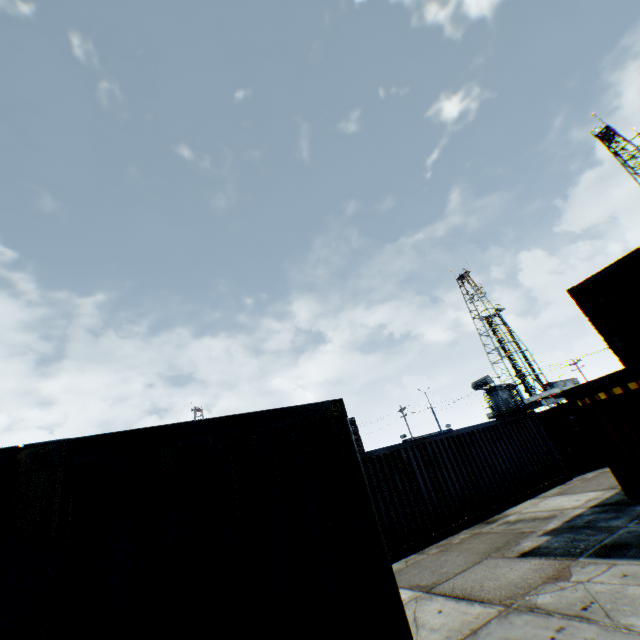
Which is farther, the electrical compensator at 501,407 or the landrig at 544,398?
the landrig at 544,398

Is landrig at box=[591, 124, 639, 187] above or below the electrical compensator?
above

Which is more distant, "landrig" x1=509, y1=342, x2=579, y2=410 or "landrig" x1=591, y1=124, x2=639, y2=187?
"landrig" x1=509, y1=342, x2=579, y2=410

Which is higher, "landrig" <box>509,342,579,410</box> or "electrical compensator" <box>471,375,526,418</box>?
"landrig" <box>509,342,579,410</box>

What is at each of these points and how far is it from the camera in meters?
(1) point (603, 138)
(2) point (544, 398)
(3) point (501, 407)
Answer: (1) landrig, 44.8
(2) landrig, 51.4
(3) electrical compensator, 27.8

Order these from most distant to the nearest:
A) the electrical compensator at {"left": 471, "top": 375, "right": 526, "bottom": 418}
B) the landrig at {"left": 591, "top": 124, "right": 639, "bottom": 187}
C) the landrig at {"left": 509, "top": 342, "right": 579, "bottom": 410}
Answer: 1. the landrig at {"left": 509, "top": 342, "right": 579, "bottom": 410}
2. the landrig at {"left": 591, "top": 124, "right": 639, "bottom": 187}
3. the electrical compensator at {"left": 471, "top": 375, "right": 526, "bottom": 418}

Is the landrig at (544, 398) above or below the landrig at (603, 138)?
below

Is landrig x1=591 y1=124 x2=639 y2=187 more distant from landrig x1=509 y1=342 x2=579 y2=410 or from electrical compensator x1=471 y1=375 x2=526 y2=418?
electrical compensator x1=471 y1=375 x2=526 y2=418
